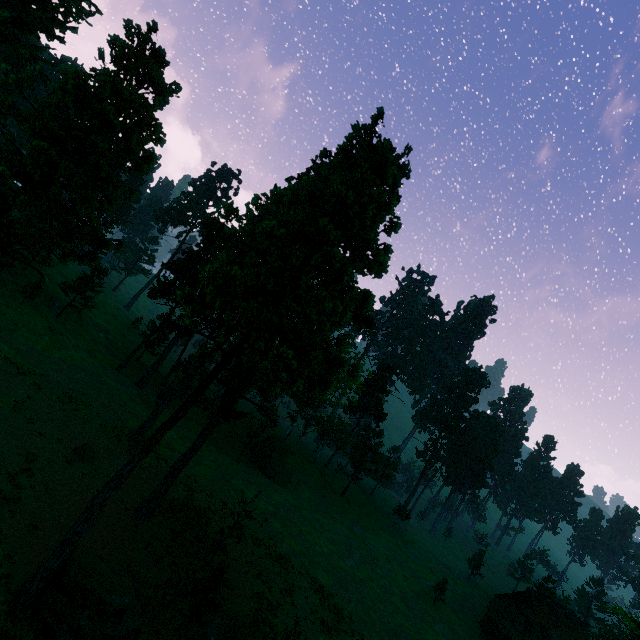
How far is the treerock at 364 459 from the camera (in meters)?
56.88

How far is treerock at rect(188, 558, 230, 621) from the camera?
18.67m

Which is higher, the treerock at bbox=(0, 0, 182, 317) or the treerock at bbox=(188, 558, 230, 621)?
the treerock at bbox=(0, 0, 182, 317)

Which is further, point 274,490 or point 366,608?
point 274,490

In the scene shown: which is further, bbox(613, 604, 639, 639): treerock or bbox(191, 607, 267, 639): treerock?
bbox(191, 607, 267, 639): treerock

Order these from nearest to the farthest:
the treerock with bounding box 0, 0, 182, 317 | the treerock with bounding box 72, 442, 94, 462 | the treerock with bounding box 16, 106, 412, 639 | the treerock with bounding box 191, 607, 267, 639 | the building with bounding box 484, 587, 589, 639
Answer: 1. the treerock with bounding box 16, 106, 412, 639
2. the treerock with bounding box 0, 0, 182, 317
3. the treerock with bounding box 191, 607, 267, 639
4. the treerock with bounding box 72, 442, 94, 462
5. the building with bounding box 484, 587, 589, 639

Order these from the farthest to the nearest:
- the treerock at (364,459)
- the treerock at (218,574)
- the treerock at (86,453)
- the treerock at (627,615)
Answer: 1. the treerock at (364,459)
2. the treerock at (86,453)
3. the treerock at (218,574)
4. the treerock at (627,615)
